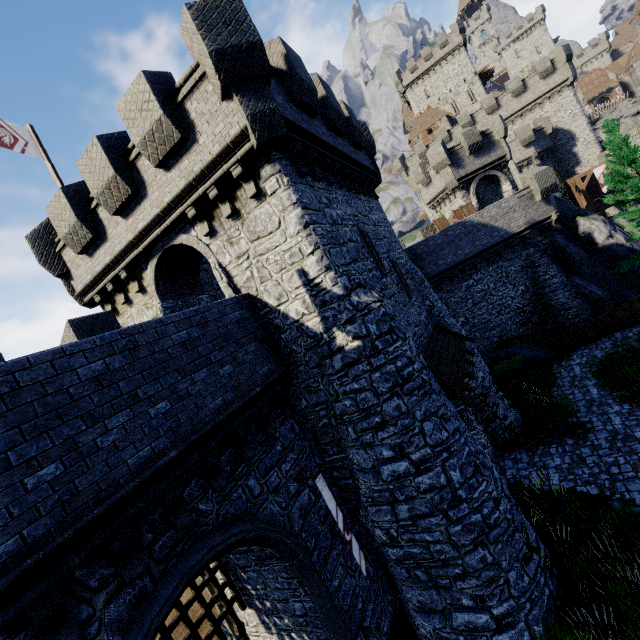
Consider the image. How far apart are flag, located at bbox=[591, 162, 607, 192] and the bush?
26.18m

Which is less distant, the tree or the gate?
the gate

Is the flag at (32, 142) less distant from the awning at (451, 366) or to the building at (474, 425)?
the building at (474, 425)

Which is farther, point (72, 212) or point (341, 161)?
point (341, 161)

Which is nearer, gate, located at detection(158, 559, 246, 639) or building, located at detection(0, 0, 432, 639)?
building, located at detection(0, 0, 432, 639)

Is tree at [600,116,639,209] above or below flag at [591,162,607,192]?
below

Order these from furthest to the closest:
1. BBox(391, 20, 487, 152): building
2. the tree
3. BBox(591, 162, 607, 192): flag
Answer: BBox(391, 20, 487, 152): building < BBox(591, 162, 607, 192): flag < the tree

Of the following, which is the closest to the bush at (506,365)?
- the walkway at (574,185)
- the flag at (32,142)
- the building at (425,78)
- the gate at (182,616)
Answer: the gate at (182,616)
